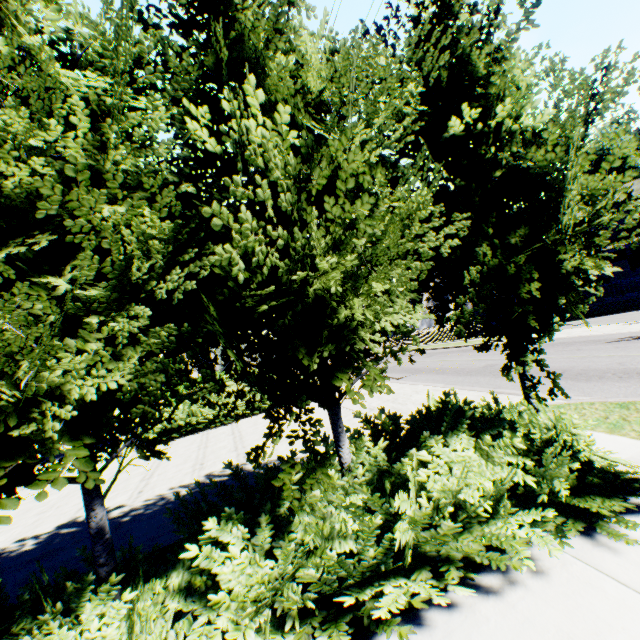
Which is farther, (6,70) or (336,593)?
(336,593)

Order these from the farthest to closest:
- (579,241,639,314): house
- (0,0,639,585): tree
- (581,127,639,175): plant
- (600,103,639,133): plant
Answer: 1. (581,127,639,175): plant
2. (600,103,639,133): plant
3. (579,241,639,314): house
4. (0,0,639,585): tree

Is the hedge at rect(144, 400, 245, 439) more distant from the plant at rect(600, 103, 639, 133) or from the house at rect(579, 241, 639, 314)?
the house at rect(579, 241, 639, 314)

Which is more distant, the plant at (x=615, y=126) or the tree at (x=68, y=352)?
the plant at (x=615, y=126)

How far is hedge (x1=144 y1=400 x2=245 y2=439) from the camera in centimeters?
1409cm

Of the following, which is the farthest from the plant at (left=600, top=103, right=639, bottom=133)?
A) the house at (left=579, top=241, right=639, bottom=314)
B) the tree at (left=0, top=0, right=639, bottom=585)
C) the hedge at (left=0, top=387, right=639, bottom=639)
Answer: the tree at (left=0, top=0, right=639, bottom=585)

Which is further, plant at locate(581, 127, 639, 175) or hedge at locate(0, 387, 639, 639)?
plant at locate(581, 127, 639, 175)

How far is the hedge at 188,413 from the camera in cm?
1409
